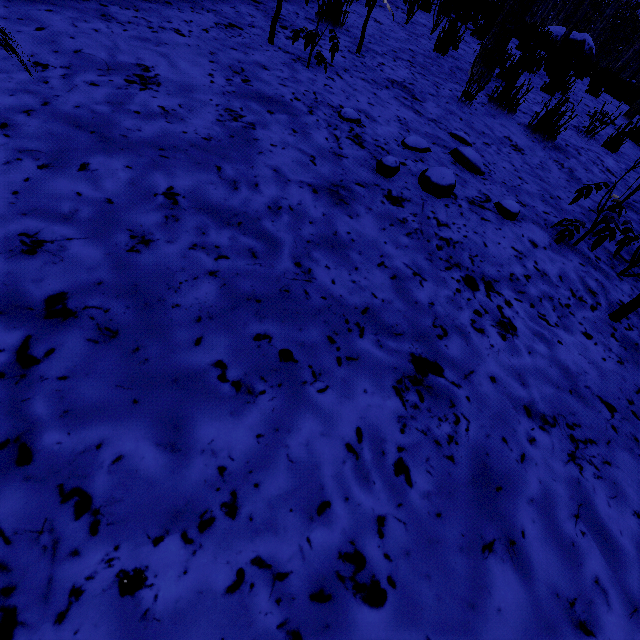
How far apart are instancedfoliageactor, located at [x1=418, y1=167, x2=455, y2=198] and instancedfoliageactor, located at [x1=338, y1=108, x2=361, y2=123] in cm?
58

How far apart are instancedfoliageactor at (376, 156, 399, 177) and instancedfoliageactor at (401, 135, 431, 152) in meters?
0.4 m

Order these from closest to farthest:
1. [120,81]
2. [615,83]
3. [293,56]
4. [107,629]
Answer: [107,629] < [120,81] < [293,56] < [615,83]

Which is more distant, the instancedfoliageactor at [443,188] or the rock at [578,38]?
the rock at [578,38]

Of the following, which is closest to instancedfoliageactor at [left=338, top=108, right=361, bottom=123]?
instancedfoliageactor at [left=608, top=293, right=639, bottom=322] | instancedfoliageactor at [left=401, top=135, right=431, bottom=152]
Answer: instancedfoliageactor at [left=401, top=135, right=431, bottom=152]

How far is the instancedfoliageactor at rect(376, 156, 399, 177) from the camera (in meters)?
1.75

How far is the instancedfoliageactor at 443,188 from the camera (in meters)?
1.77

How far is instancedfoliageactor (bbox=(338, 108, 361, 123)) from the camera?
2.07m
